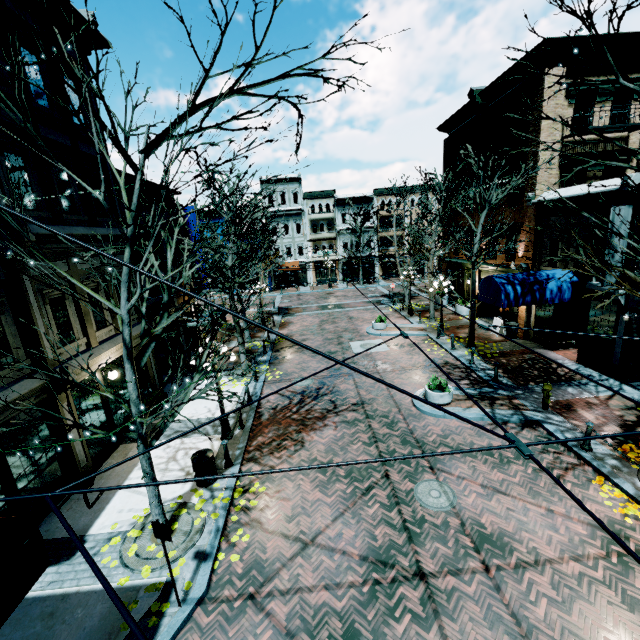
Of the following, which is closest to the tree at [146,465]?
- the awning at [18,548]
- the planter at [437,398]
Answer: the awning at [18,548]

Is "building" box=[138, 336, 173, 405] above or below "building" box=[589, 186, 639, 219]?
below

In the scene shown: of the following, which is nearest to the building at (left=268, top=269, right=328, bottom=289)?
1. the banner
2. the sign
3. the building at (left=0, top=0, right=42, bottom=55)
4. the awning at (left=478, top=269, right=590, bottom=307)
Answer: the building at (left=0, top=0, right=42, bottom=55)

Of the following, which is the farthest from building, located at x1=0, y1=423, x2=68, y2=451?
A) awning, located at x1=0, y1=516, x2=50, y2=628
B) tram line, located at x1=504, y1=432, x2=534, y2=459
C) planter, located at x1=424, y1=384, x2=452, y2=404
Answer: tram line, located at x1=504, y1=432, x2=534, y2=459

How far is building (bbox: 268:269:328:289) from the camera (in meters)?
43.88

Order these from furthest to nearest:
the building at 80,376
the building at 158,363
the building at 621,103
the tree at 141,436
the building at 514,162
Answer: the building at 514,162
the building at 621,103
the building at 158,363
the building at 80,376
the tree at 141,436

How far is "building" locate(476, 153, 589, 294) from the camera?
14.71m

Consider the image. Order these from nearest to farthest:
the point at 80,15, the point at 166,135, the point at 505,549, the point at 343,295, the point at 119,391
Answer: the point at 166,135
the point at 505,549
the point at 80,15
the point at 119,391
the point at 343,295
